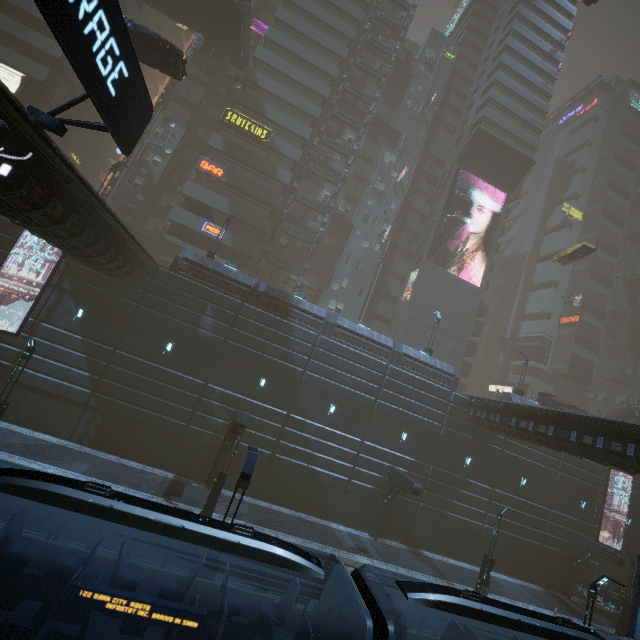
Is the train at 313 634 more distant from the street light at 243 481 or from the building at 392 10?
the street light at 243 481

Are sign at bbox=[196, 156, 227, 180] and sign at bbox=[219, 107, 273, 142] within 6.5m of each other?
yes

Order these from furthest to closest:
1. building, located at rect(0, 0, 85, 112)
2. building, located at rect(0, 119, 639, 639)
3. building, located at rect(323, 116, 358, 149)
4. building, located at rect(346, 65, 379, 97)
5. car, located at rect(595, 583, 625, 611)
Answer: building, located at rect(346, 65, 379, 97), building, located at rect(323, 116, 358, 149), building, located at rect(0, 0, 85, 112), car, located at rect(595, 583, 625, 611), building, located at rect(0, 119, 639, 639)

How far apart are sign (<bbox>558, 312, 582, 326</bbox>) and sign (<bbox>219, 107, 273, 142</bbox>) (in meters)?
53.04

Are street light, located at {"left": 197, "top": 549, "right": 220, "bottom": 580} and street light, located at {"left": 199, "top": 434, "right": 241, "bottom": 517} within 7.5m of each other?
yes

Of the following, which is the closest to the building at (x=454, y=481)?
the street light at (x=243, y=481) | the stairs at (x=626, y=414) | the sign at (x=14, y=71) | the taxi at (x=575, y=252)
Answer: the sign at (x=14, y=71)

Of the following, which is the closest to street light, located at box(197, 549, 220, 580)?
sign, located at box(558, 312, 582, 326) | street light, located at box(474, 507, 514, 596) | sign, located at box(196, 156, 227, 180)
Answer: street light, located at box(474, 507, 514, 596)

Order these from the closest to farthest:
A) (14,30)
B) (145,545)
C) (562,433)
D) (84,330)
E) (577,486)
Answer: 1. (145,545)
2. (562,433)
3. (84,330)
4. (577,486)
5. (14,30)
